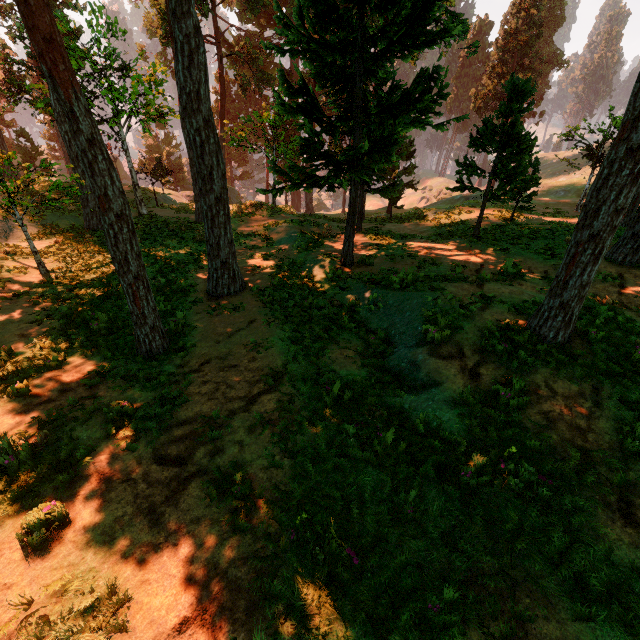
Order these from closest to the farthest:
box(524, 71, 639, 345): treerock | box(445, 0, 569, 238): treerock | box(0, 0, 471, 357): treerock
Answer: box(524, 71, 639, 345): treerock, box(0, 0, 471, 357): treerock, box(445, 0, 569, 238): treerock

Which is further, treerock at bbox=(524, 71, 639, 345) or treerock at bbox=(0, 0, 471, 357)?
treerock at bbox=(0, 0, 471, 357)

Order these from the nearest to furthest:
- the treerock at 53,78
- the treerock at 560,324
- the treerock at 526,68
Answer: the treerock at 560,324 < the treerock at 53,78 < the treerock at 526,68

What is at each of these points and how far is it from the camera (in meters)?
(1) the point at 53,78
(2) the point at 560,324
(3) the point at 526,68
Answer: (1) treerock, 5.47
(2) treerock, 6.83
(3) treerock, 42.22

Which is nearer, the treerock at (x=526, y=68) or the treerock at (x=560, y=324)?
the treerock at (x=560, y=324)
